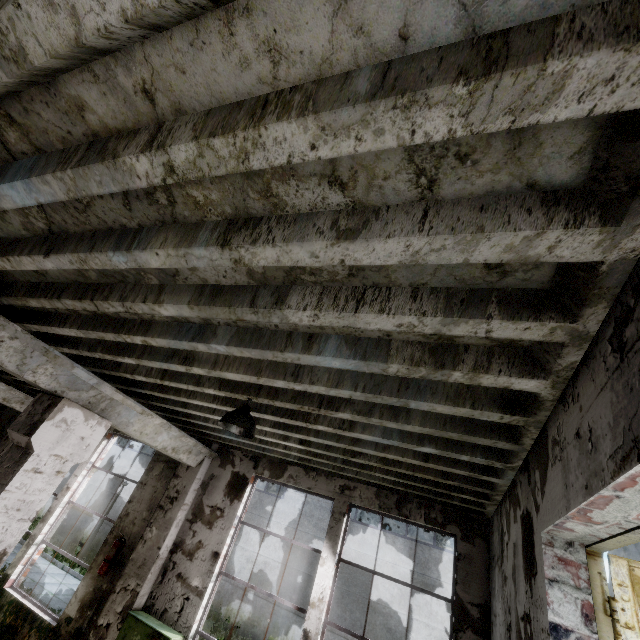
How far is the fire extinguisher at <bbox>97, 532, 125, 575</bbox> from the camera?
5.8 meters

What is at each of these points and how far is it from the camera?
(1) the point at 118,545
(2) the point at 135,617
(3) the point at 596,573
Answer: (1) fire extinguisher, 5.99m
(2) power box, 5.02m
(3) door frame, 1.93m

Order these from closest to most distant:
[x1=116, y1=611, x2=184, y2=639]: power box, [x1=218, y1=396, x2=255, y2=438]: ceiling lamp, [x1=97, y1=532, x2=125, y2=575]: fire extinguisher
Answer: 1. [x1=218, y1=396, x2=255, y2=438]: ceiling lamp
2. [x1=116, y1=611, x2=184, y2=639]: power box
3. [x1=97, y1=532, x2=125, y2=575]: fire extinguisher

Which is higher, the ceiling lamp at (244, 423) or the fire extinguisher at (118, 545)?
the ceiling lamp at (244, 423)

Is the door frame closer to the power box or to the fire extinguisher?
the power box

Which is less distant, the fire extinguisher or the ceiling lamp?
the ceiling lamp

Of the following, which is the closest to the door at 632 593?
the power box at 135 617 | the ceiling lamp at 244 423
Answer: the ceiling lamp at 244 423

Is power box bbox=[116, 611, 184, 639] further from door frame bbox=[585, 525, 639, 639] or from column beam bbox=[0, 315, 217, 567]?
door frame bbox=[585, 525, 639, 639]
